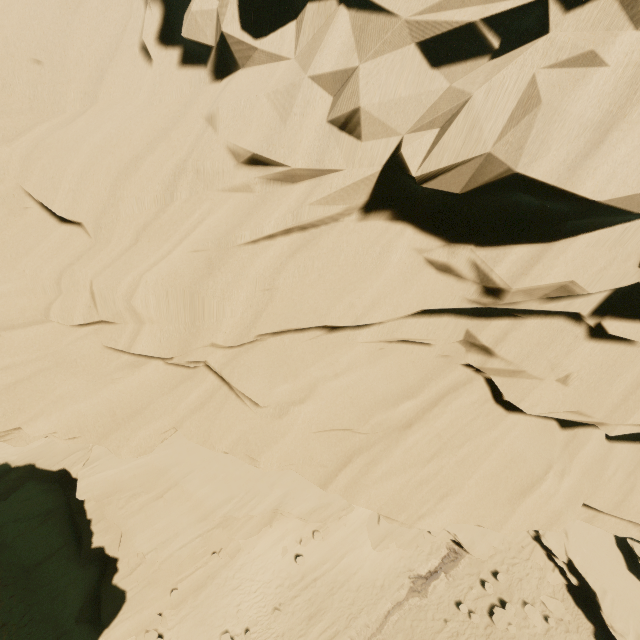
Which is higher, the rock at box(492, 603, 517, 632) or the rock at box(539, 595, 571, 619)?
the rock at box(539, 595, 571, 619)

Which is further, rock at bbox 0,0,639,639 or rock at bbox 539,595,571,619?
rock at bbox 539,595,571,619

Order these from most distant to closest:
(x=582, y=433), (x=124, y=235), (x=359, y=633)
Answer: (x=359, y=633) → (x=582, y=433) → (x=124, y=235)

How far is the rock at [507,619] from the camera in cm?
1611

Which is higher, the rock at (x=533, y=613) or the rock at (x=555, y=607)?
the rock at (x=555, y=607)

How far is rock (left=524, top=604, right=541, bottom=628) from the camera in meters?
16.2 m
